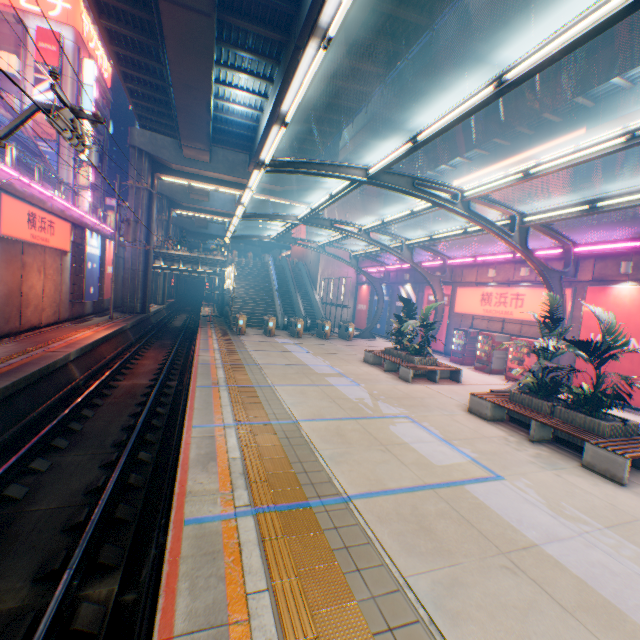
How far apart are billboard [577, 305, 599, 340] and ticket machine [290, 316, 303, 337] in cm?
1491

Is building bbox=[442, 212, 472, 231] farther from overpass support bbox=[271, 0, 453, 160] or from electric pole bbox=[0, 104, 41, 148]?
electric pole bbox=[0, 104, 41, 148]

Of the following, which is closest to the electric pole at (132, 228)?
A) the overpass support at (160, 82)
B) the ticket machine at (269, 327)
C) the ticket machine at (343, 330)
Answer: the overpass support at (160, 82)

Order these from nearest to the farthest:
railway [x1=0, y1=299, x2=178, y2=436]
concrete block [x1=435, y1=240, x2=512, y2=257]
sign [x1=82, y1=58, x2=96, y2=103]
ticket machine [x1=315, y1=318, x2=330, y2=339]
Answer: railway [x1=0, y1=299, x2=178, y2=436] < concrete block [x1=435, y1=240, x2=512, y2=257] < ticket machine [x1=315, y1=318, x2=330, y2=339] < sign [x1=82, y1=58, x2=96, y2=103]

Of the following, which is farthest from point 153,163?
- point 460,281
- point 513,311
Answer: point 513,311

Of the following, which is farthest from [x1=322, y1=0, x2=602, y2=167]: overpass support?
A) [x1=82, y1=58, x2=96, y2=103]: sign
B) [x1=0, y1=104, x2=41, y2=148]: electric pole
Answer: [x1=82, y1=58, x2=96, y2=103]: sign

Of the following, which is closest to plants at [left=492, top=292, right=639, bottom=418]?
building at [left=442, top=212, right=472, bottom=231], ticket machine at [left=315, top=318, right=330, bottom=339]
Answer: ticket machine at [left=315, top=318, right=330, bottom=339]

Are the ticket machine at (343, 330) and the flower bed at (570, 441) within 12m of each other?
no
